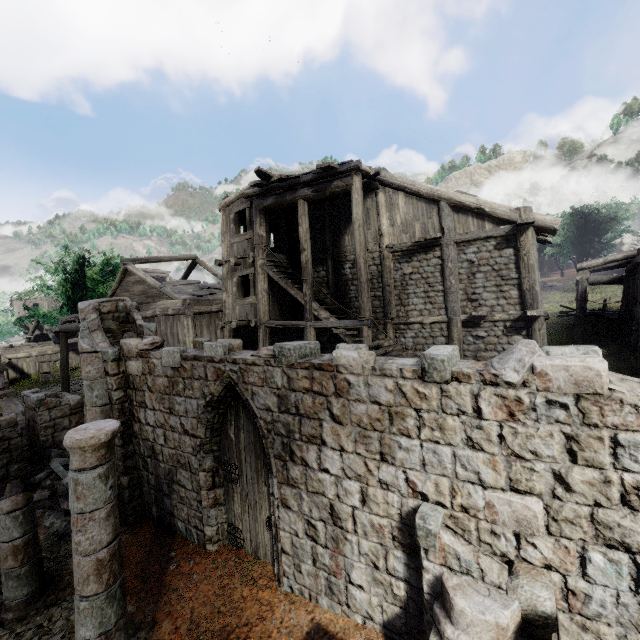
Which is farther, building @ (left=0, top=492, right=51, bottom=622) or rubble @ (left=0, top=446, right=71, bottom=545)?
rubble @ (left=0, top=446, right=71, bottom=545)

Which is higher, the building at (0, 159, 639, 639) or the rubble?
the building at (0, 159, 639, 639)

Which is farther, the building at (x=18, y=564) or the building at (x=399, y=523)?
the building at (x=18, y=564)

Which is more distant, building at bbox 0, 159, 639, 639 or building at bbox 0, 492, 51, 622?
building at bbox 0, 492, 51, 622

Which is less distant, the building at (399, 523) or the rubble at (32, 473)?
the building at (399, 523)

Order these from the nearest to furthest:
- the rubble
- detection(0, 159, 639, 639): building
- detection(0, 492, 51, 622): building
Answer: detection(0, 159, 639, 639): building < detection(0, 492, 51, 622): building < the rubble

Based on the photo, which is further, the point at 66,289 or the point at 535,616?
the point at 66,289
